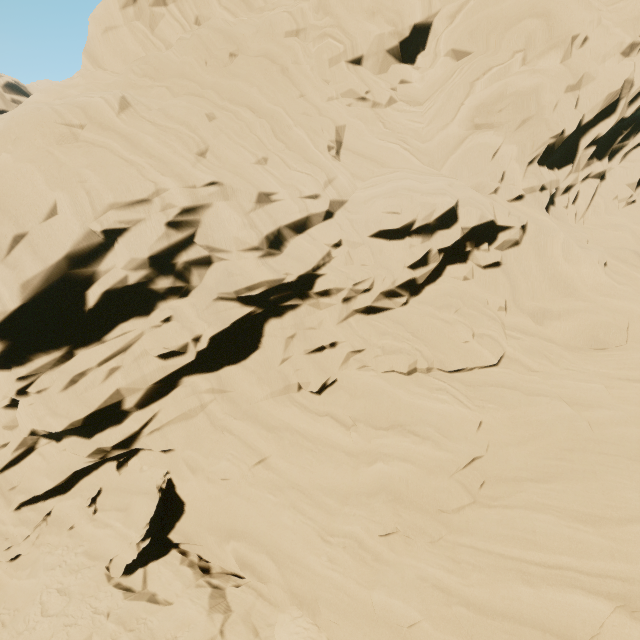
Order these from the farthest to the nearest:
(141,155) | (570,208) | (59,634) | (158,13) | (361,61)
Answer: (158,13)
(361,61)
(570,208)
(141,155)
(59,634)
